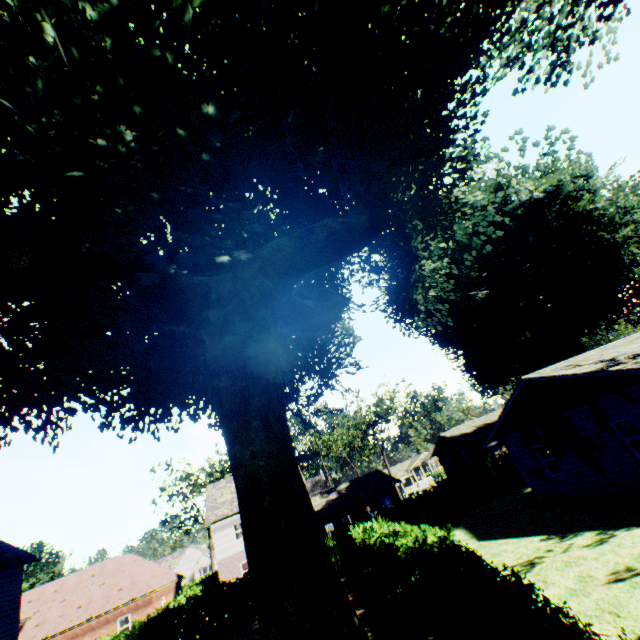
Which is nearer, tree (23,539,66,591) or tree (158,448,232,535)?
tree (23,539,66,591)

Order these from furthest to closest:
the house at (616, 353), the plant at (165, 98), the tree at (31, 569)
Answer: the tree at (31, 569), the house at (616, 353), the plant at (165, 98)

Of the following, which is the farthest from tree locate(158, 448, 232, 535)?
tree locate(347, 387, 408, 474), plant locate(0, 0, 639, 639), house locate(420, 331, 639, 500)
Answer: house locate(420, 331, 639, 500)

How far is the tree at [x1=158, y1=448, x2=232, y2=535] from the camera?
45.1m

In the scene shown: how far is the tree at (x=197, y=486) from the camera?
45.12m

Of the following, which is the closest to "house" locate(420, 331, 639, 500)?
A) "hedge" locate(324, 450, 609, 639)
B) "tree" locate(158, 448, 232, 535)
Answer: "hedge" locate(324, 450, 609, 639)

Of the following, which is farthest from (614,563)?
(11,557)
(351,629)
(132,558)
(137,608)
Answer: (132,558)
